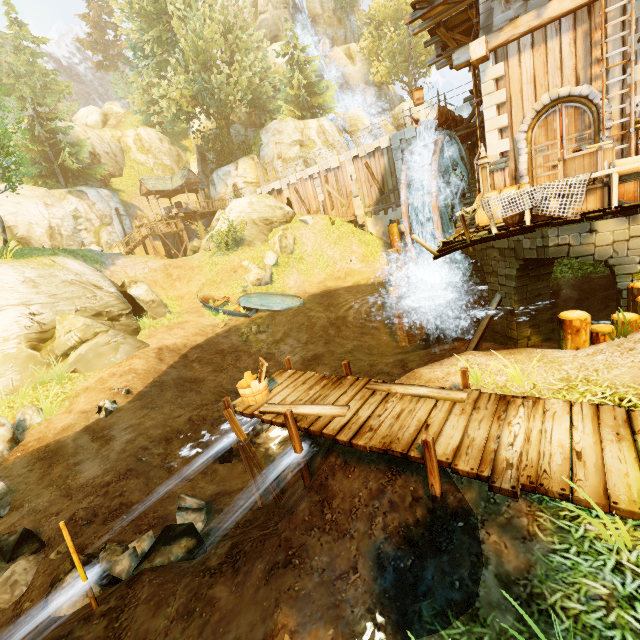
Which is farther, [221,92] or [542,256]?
[221,92]

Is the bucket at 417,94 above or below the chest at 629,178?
above

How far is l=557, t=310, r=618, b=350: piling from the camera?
6.6m

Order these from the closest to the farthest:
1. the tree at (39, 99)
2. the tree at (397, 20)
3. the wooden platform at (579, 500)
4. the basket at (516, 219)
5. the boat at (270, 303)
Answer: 1. the wooden platform at (579, 500)
2. the basket at (516, 219)
3. the tree at (39, 99)
4. the boat at (270, 303)
5. the tree at (397, 20)

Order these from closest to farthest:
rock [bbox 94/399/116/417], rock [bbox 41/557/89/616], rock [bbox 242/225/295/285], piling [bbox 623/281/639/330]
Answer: rock [bbox 41/557/89/616], piling [bbox 623/281/639/330], rock [bbox 94/399/116/417], rock [bbox 242/225/295/285]

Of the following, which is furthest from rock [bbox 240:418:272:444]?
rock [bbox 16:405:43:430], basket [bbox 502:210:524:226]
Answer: basket [bbox 502:210:524:226]

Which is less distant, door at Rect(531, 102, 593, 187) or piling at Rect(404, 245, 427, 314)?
door at Rect(531, 102, 593, 187)

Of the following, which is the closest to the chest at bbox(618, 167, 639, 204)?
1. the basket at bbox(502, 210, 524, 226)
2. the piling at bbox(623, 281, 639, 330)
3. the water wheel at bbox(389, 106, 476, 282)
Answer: the basket at bbox(502, 210, 524, 226)
